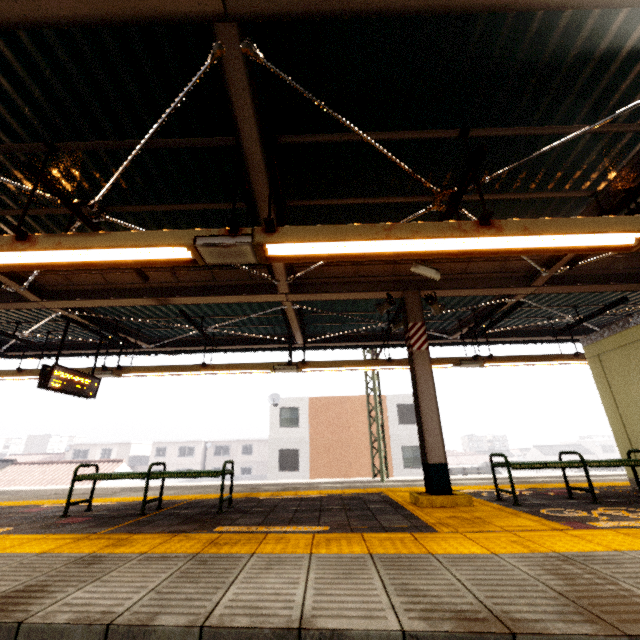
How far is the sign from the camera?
6.64m

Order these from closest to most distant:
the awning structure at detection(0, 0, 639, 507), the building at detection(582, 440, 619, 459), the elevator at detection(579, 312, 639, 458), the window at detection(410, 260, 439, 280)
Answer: the awning structure at detection(0, 0, 639, 507) < the window at detection(410, 260, 439, 280) < the elevator at detection(579, 312, 639, 458) < the building at detection(582, 440, 619, 459)

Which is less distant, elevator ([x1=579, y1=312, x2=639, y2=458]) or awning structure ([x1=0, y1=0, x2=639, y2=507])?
awning structure ([x1=0, y1=0, x2=639, y2=507])

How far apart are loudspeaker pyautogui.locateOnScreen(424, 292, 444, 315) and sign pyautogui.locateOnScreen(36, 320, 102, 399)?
7.72m

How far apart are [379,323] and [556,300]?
4.6 meters

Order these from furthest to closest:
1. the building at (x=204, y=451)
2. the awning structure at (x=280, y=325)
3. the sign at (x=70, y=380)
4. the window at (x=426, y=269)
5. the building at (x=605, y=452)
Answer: the building at (x=605, y=452), the building at (x=204, y=451), the sign at (x=70, y=380), the window at (x=426, y=269), the awning structure at (x=280, y=325)

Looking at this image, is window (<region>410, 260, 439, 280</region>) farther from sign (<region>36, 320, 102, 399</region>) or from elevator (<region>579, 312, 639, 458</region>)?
sign (<region>36, 320, 102, 399</region>)

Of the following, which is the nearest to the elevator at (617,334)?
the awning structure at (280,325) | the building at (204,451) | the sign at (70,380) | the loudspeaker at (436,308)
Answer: the awning structure at (280,325)
